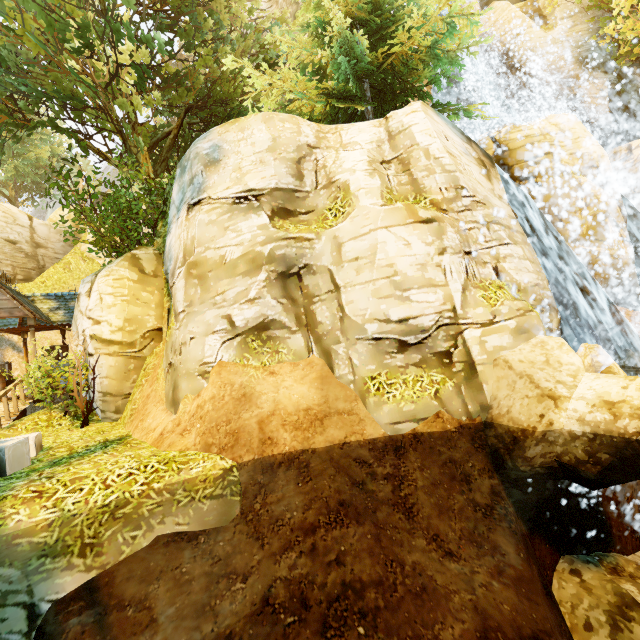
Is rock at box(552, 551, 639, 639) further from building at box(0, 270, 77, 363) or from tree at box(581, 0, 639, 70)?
building at box(0, 270, 77, 363)

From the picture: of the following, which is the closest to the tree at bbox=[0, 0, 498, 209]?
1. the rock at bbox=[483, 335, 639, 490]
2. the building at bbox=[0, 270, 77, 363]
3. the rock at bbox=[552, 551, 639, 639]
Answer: the building at bbox=[0, 270, 77, 363]

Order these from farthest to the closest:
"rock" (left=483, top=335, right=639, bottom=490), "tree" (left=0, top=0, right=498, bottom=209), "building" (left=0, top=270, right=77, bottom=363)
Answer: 1. "building" (left=0, top=270, right=77, bottom=363)
2. "tree" (left=0, top=0, right=498, bottom=209)
3. "rock" (left=483, top=335, right=639, bottom=490)

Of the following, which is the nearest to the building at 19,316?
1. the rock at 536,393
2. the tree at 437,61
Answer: the tree at 437,61

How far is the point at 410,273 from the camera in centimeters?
631cm

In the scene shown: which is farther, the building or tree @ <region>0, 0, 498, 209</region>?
the building

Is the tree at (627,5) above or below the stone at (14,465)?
above
